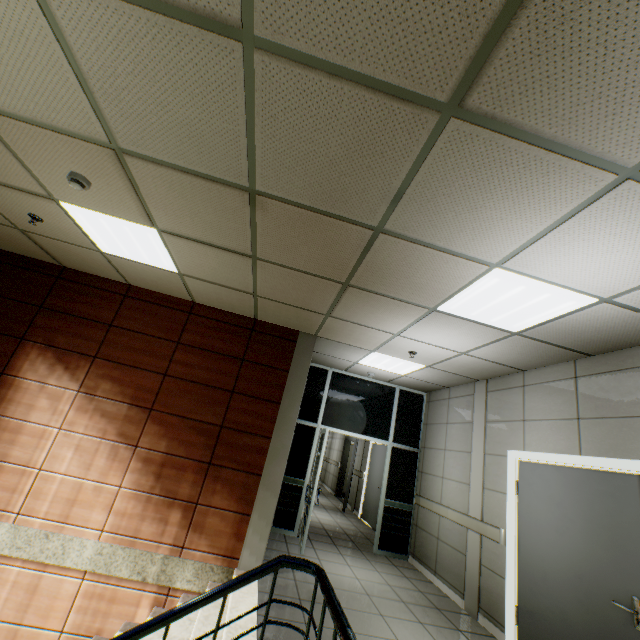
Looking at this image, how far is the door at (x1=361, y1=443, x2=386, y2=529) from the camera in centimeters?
836cm

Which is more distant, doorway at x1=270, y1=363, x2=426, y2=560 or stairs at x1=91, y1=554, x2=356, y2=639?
doorway at x1=270, y1=363, x2=426, y2=560

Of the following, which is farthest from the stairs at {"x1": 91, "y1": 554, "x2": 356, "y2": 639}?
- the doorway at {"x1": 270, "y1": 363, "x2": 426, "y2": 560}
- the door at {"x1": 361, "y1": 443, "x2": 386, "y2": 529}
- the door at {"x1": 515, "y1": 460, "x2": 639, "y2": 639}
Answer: the door at {"x1": 361, "y1": 443, "x2": 386, "y2": 529}

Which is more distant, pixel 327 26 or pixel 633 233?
pixel 633 233

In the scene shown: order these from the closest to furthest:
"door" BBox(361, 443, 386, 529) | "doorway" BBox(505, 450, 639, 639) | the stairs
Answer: the stairs
"doorway" BBox(505, 450, 639, 639)
"door" BBox(361, 443, 386, 529)

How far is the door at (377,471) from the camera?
8.36m

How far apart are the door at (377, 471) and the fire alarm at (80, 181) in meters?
8.3 m

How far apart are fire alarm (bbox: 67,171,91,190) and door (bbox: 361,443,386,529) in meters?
8.3 m
